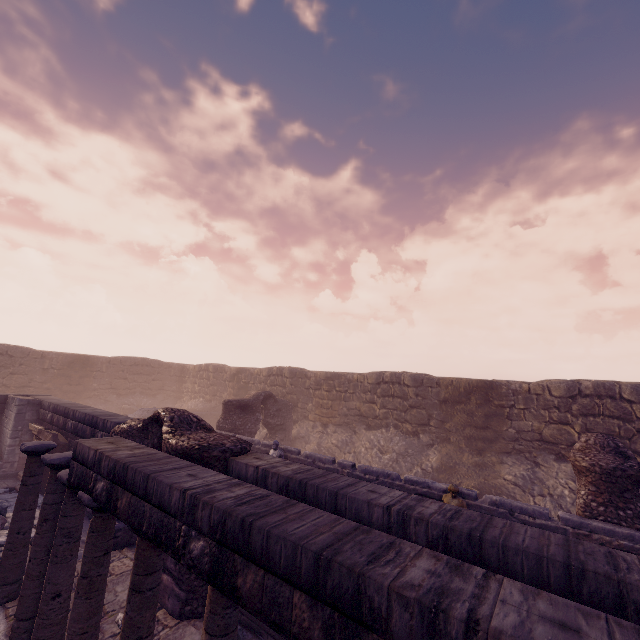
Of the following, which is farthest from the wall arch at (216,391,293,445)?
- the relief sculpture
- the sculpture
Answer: the sculpture

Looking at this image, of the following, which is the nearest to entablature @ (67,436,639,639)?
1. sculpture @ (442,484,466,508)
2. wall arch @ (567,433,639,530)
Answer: sculpture @ (442,484,466,508)

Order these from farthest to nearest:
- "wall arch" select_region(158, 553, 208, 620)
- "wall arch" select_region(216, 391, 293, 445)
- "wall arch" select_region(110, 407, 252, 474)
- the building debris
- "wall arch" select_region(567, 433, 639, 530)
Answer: "wall arch" select_region(216, 391, 293, 445) < the building debris < "wall arch" select_region(567, 433, 639, 530) < "wall arch" select_region(110, 407, 252, 474) < "wall arch" select_region(158, 553, 208, 620)

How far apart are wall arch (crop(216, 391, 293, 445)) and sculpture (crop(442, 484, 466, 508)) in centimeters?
946cm

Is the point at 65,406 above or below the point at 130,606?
above

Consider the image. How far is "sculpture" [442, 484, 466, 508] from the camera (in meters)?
7.56

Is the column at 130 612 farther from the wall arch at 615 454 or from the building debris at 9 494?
the wall arch at 615 454

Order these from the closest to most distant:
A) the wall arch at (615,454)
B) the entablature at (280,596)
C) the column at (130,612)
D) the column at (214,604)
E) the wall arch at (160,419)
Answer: the entablature at (280,596) < the column at (214,604) < the column at (130,612) < the wall arch at (160,419) < the wall arch at (615,454)
